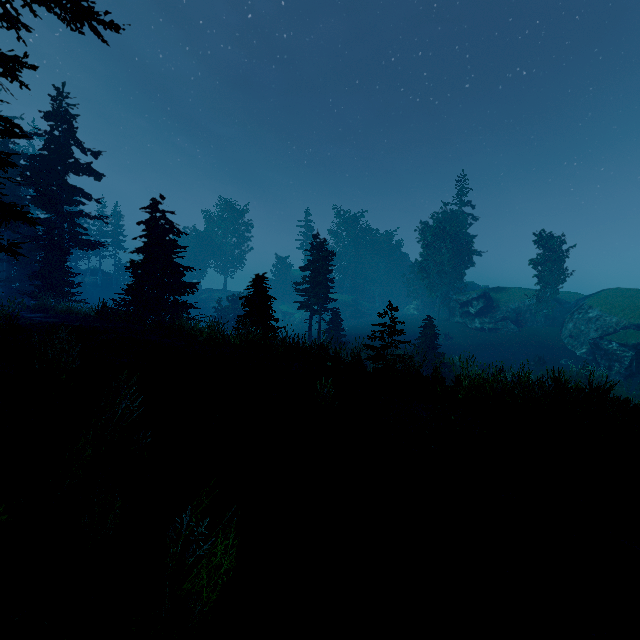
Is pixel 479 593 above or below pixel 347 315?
below

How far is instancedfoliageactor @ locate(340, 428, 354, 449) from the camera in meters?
6.4 m

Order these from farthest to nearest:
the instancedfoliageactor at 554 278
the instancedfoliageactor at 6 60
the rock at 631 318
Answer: the instancedfoliageactor at 554 278
the rock at 631 318
the instancedfoliageactor at 6 60

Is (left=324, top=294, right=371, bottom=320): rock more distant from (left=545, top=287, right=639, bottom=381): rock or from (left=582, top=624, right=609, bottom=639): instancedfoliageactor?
(left=545, top=287, right=639, bottom=381): rock

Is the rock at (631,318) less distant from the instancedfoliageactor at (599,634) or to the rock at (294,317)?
the instancedfoliageactor at (599,634)

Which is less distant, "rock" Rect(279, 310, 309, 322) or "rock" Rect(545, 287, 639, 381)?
"rock" Rect(545, 287, 639, 381)

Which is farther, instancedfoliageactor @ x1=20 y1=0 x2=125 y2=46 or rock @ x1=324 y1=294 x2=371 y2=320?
rock @ x1=324 y1=294 x2=371 y2=320

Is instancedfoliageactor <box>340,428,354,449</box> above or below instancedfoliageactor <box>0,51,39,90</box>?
below
